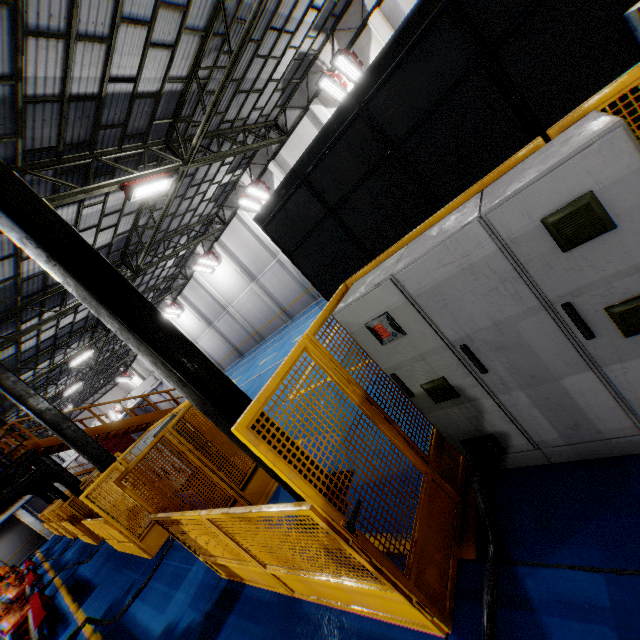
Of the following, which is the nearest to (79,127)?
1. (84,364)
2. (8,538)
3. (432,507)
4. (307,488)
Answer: (307,488)

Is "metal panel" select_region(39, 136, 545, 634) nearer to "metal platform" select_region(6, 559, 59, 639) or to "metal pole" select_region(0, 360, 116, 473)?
"metal pole" select_region(0, 360, 116, 473)

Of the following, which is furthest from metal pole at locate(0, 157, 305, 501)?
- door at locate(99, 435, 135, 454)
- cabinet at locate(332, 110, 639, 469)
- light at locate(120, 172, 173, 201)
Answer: door at locate(99, 435, 135, 454)

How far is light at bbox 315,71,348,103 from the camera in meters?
14.0

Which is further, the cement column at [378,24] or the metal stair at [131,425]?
the cement column at [378,24]

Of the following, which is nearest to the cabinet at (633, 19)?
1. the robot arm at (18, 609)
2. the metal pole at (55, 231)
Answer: the metal pole at (55, 231)

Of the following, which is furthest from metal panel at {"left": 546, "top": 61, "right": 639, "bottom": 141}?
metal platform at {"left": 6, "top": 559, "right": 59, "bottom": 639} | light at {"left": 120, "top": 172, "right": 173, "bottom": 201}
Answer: light at {"left": 120, "top": 172, "right": 173, "bottom": 201}

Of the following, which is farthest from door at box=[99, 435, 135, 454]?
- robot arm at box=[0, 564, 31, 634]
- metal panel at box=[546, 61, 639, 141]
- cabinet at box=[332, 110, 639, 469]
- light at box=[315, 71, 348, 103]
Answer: cabinet at box=[332, 110, 639, 469]
